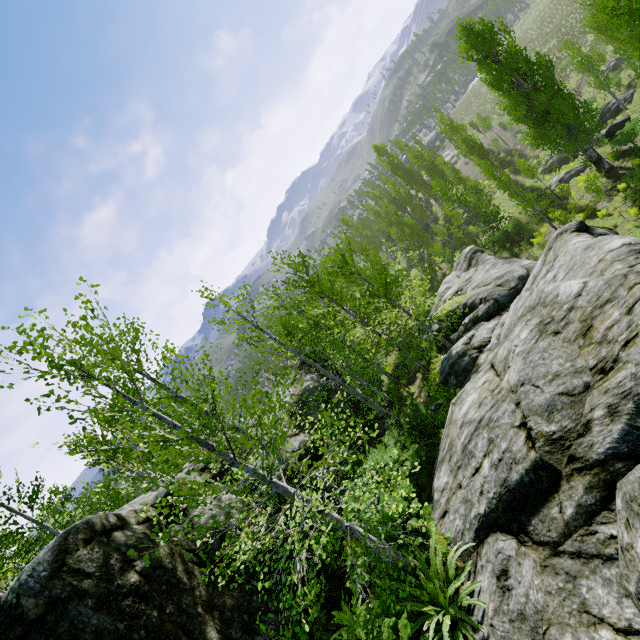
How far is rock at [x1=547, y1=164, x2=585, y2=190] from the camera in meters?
25.9

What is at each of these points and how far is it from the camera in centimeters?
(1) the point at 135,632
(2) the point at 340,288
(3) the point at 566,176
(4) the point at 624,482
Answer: (1) rock, 637cm
(2) instancedfoliageactor, 1692cm
(3) rock, 2644cm
(4) rock, 334cm

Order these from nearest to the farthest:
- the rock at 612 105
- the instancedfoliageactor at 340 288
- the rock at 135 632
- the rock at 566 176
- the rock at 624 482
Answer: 1. the rock at 624 482
2. the instancedfoliageactor at 340 288
3. the rock at 135 632
4. the rock at 566 176
5. the rock at 612 105

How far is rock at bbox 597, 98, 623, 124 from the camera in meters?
27.7

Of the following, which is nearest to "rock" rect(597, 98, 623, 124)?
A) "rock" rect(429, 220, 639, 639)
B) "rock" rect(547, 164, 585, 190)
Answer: "rock" rect(547, 164, 585, 190)

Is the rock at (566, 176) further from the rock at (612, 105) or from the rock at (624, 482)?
the rock at (624, 482)

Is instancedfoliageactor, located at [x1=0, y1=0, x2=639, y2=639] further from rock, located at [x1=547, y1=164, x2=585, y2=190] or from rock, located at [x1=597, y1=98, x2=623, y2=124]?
rock, located at [x1=547, y1=164, x2=585, y2=190]

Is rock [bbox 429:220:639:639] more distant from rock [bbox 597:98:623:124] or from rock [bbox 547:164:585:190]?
rock [bbox 597:98:623:124]
